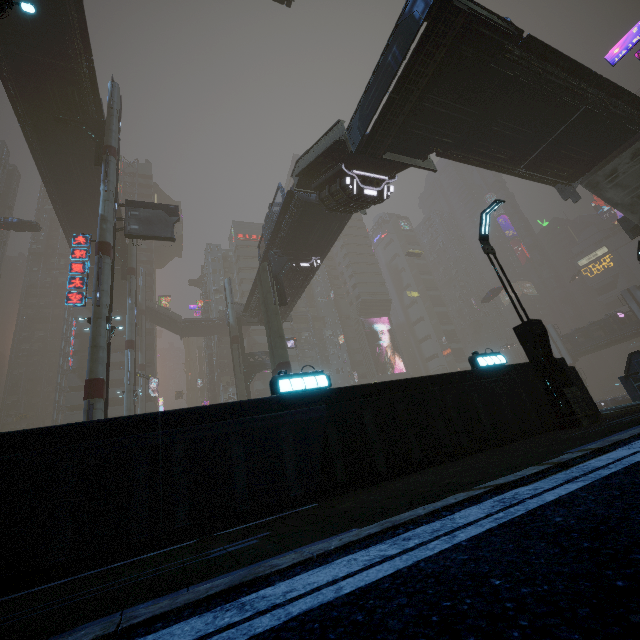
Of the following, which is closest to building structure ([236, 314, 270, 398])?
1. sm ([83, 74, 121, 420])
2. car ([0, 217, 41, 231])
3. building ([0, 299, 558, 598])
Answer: sm ([83, 74, 121, 420])

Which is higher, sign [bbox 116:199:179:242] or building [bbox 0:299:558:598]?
sign [bbox 116:199:179:242]

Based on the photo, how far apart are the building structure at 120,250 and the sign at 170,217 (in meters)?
14.76

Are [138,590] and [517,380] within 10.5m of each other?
yes

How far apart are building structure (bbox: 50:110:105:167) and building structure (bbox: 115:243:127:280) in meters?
14.7 m

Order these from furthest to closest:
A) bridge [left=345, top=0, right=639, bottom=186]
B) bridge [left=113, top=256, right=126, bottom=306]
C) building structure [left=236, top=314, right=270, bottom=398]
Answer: bridge [left=113, top=256, right=126, bottom=306] < building structure [left=236, top=314, right=270, bottom=398] < bridge [left=345, top=0, right=639, bottom=186]

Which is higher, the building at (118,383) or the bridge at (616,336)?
Result: the building at (118,383)

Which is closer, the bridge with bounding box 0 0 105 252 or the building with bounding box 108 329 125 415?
the bridge with bounding box 0 0 105 252
